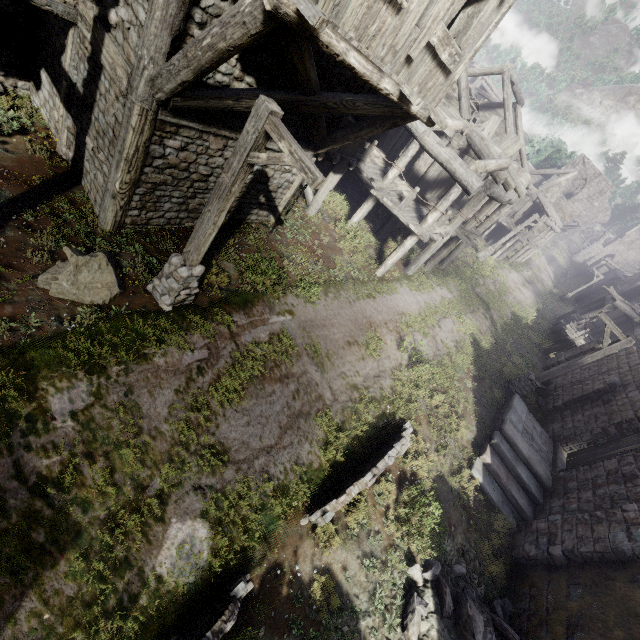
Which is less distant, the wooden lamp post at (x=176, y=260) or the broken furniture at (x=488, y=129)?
the wooden lamp post at (x=176, y=260)

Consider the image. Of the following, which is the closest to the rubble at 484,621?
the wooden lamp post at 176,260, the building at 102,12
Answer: the building at 102,12

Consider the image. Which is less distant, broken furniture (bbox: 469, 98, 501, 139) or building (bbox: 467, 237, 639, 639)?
building (bbox: 467, 237, 639, 639)

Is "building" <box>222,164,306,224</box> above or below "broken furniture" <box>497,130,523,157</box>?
below

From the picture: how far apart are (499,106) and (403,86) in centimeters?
2354cm

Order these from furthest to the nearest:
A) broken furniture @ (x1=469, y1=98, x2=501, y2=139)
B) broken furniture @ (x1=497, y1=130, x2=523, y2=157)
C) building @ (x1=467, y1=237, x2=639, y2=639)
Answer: broken furniture @ (x1=497, y1=130, x2=523, y2=157)
broken furniture @ (x1=469, y1=98, x2=501, y2=139)
building @ (x1=467, y1=237, x2=639, y2=639)

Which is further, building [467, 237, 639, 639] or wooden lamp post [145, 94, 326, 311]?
building [467, 237, 639, 639]

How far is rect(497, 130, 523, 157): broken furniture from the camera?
16.7m
